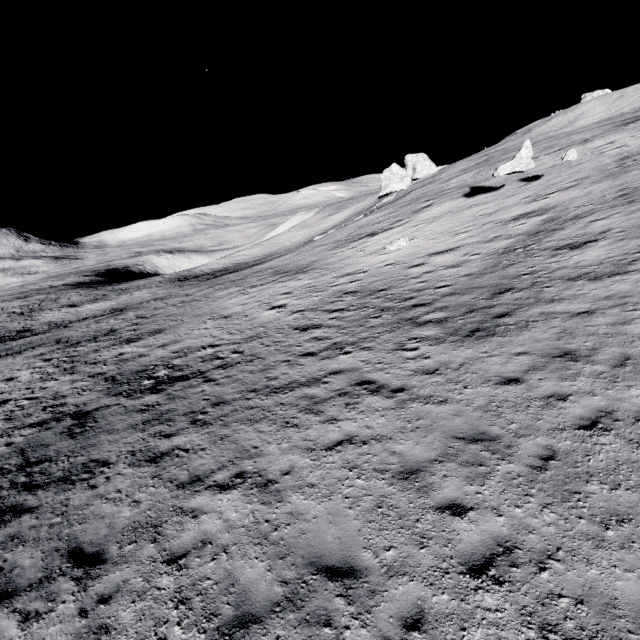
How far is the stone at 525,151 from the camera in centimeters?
2259cm

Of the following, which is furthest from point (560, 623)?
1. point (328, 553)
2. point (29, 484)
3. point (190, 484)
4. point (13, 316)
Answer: point (13, 316)

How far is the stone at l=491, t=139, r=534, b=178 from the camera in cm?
2259
